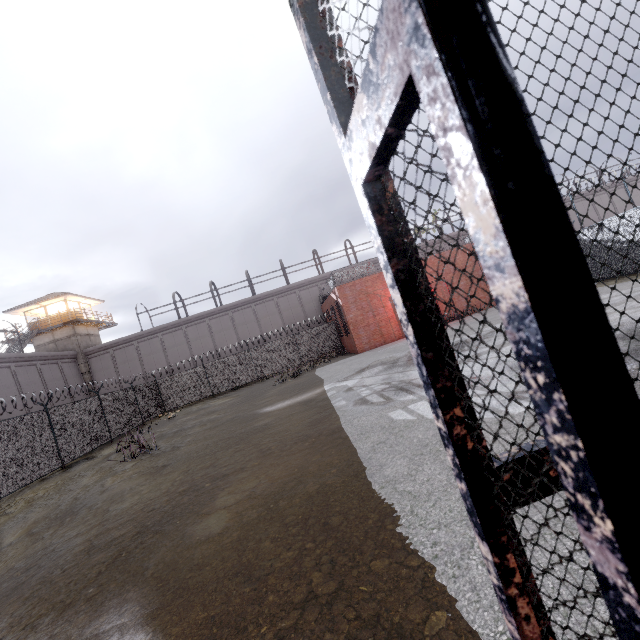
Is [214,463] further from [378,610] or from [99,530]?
[378,610]

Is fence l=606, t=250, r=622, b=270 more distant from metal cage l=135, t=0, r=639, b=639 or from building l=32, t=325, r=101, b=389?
building l=32, t=325, r=101, b=389

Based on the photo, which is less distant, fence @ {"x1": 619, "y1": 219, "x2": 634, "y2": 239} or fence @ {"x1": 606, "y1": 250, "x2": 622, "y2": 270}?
fence @ {"x1": 619, "y1": 219, "x2": 634, "y2": 239}

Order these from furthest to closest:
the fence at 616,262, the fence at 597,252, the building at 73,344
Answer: the building at 73,344
the fence at 597,252
the fence at 616,262

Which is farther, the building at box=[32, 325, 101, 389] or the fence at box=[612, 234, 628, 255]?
the building at box=[32, 325, 101, 389]

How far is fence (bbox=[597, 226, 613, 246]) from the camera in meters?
15.0

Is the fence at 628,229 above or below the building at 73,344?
below
